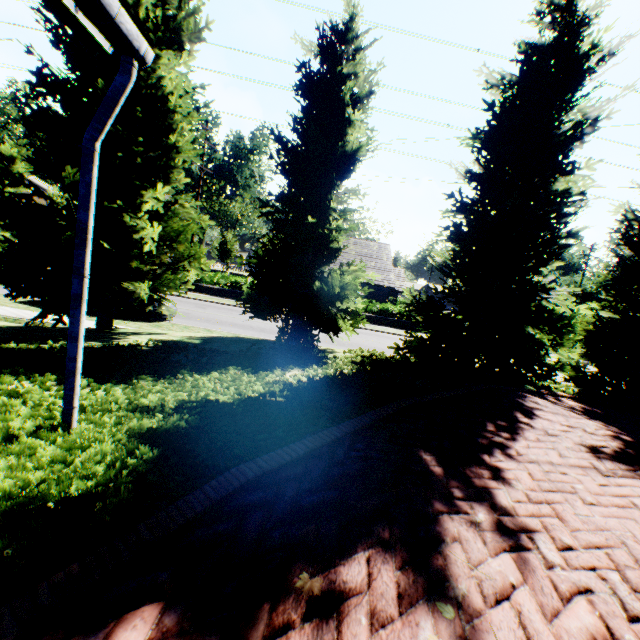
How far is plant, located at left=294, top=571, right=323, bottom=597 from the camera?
1.77m

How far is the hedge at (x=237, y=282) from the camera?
26.6m

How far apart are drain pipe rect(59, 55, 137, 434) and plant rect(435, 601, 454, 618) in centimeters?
314cm

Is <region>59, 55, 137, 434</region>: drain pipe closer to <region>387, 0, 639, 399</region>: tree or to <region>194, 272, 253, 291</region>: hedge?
<region>387, 0, 639, 399</region>: tree

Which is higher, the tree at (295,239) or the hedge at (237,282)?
the tree at (295,239)

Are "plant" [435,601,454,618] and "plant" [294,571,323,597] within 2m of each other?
yes

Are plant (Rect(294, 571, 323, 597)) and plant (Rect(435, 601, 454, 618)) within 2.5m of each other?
yes

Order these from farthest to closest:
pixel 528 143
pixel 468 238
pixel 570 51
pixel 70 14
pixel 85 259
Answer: pixel 468 238 < pixel 528 143 < pixel 570 51 < pixel 85 259 < pixel 70 14
